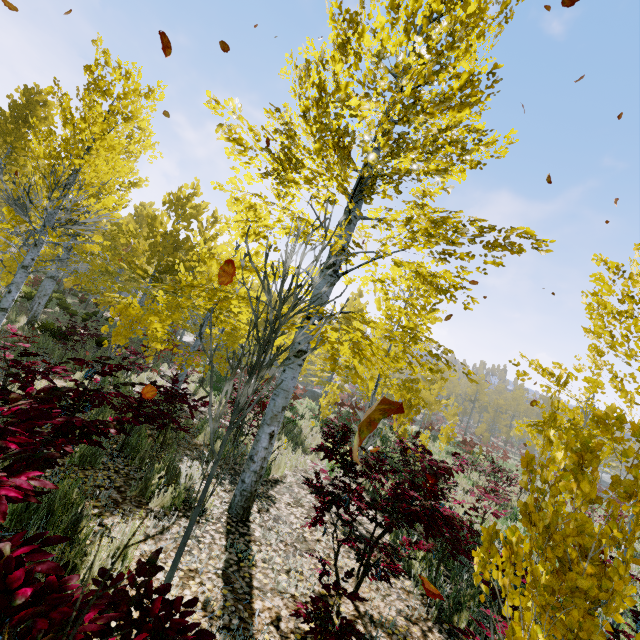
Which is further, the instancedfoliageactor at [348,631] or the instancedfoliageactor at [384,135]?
the instancedfoliageactor at [348,631]

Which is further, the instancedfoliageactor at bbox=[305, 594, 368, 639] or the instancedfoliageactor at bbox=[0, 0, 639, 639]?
the instancedfoliageactor at bbox=[305, 594, 368, 639]

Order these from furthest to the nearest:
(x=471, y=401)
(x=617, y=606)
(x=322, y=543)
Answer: (x=471, y=401) < (x=322, y=543) < (x=617, y=606)
